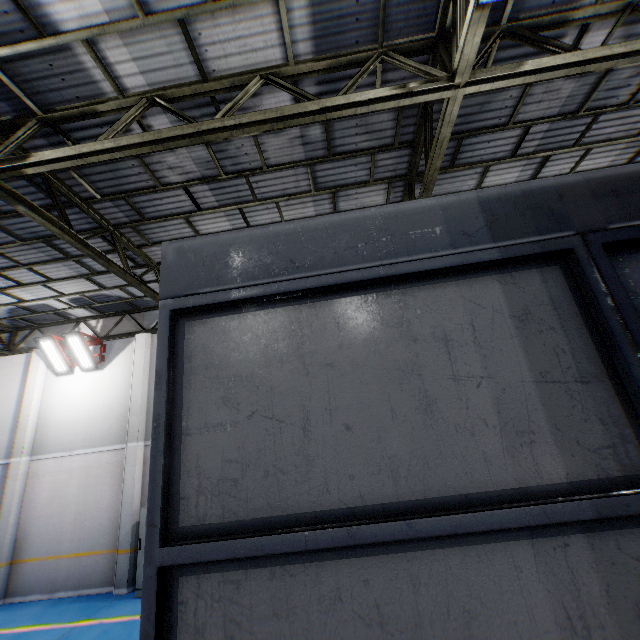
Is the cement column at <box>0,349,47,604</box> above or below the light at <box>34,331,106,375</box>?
below

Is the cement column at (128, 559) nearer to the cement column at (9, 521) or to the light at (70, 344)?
the light at (70, 344)

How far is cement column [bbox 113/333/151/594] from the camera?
9.52m

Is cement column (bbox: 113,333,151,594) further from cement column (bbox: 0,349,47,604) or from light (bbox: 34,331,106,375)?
cement column (bbox: 0,349,47,604)

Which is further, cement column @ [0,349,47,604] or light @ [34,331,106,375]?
light @ [34,331,106,375]

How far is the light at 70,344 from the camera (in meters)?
11.34

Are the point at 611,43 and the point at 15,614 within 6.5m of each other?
no
